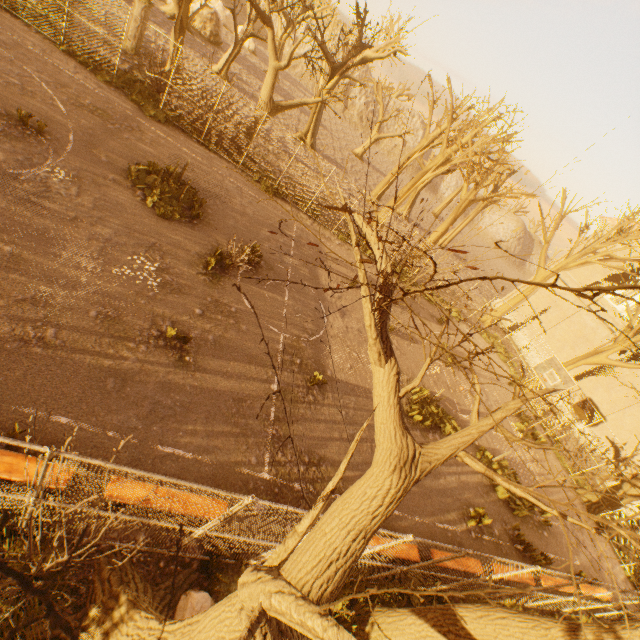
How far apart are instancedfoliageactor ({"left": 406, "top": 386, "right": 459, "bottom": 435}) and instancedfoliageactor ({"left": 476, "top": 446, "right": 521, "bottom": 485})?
1.3m

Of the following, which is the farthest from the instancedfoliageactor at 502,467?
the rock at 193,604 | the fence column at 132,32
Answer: the fence column at 132,32

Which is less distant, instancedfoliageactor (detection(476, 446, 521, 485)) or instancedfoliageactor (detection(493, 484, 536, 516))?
instancedfoliageactor (detection(493, 484, 536, 516))

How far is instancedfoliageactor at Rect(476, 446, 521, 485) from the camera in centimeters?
1273cm

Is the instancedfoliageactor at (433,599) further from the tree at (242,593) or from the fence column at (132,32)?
the fence column at (132,32)

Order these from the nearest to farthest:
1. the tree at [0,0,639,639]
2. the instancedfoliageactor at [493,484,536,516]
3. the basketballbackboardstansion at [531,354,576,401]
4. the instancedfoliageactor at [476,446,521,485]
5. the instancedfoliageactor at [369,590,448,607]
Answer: the tree at [0,0,639,639] < the instancedfoliageactor at [369,590,448,607] < the instancedfoliageactor at [493,484,536,516] < the instancedfoliageactor at [476,446,521,485] < the basketballbackboardstansion at [531,354,576,401]

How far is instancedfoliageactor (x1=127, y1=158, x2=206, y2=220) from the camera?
10.6 meters

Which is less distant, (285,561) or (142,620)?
(285,561)
